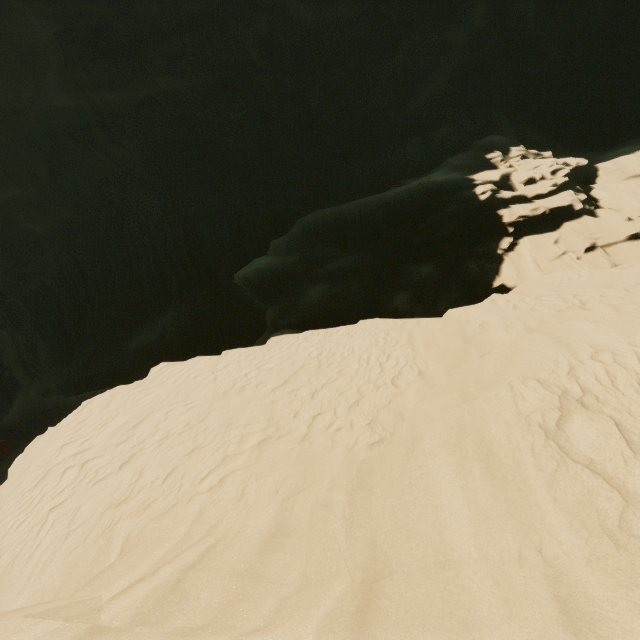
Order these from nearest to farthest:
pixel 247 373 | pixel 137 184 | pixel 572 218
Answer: pixel 247 373 < pixel 572 218 < pixel 137 184
